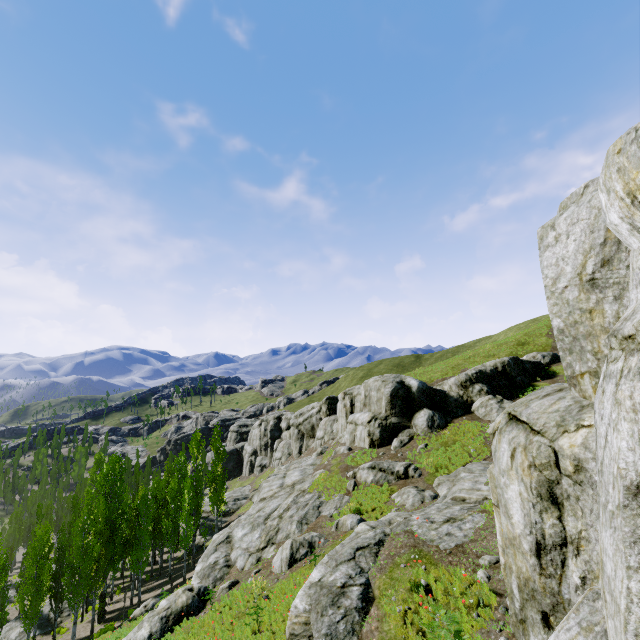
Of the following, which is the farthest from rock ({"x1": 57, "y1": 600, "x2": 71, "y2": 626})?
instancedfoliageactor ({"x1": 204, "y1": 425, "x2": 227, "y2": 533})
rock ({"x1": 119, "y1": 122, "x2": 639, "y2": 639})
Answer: rock ({"x1": 119, "y1": 122, "x2": 639, "y2": 639})

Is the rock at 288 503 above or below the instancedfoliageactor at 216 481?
above

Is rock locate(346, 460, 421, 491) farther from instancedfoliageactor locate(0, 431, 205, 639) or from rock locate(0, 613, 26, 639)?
rock locate(0, 613, 26, 639)

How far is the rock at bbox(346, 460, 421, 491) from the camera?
23.44m

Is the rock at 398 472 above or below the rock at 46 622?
above

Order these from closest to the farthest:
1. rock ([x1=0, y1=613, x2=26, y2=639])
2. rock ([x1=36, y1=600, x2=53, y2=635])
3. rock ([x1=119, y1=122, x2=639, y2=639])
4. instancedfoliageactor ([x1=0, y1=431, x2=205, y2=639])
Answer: rock ([x1=119, y1=122, x2=639, y2=639]), instancedfoliageactor ([x1=0, y1=431, x2=205, y2=639]), rock ([x1=0, y1=613, x2=26, y2=639]), rock ([x1=36, y1=600, x2=53, y2=635])

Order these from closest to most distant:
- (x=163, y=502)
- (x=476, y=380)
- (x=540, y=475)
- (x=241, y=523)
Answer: (x=540, y=475) → (x=241, y=523) → (x=476, y=380) → (x=163, y=502)
